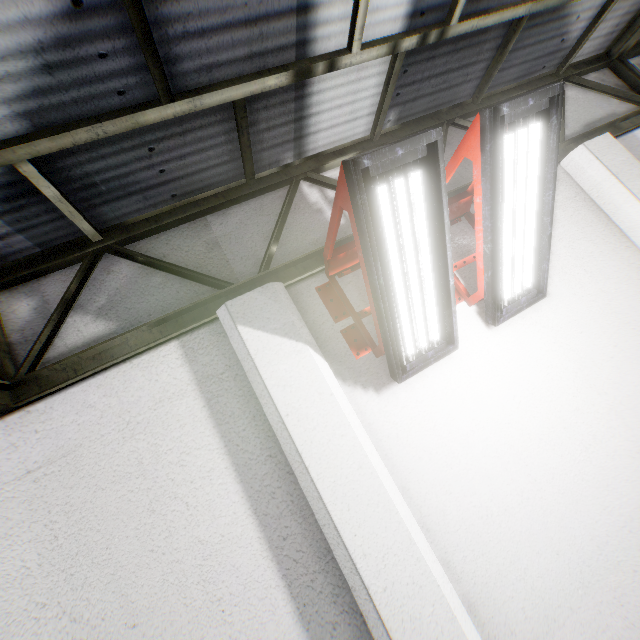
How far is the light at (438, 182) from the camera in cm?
186

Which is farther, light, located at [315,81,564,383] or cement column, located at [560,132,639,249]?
cement column, located at [560,132,639,249]

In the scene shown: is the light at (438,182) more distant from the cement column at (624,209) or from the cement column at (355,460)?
the cement column at (624,209)

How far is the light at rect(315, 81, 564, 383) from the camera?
1.9m

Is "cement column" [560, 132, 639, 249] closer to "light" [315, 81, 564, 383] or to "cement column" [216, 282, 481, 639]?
"light" [315, 81, 564, 383]

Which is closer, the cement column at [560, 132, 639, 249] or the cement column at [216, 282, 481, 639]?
the cement column at [216, 282, 481, 639]

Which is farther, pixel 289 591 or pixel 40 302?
pixel 40 302
